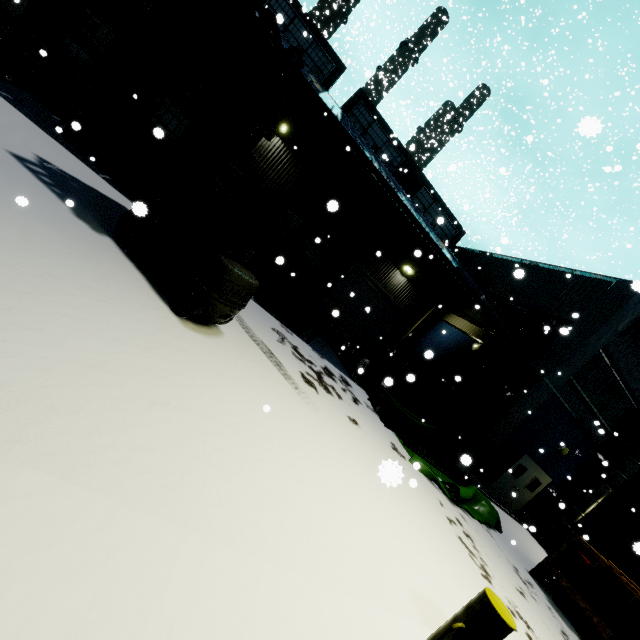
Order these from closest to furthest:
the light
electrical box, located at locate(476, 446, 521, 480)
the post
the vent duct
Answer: the post → the light → electrical box, located at locate(476, 446, 521, 480) → the vent duct

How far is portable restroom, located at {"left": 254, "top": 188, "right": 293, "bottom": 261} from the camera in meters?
9.8

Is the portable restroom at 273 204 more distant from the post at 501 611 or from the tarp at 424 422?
the post at 501 611

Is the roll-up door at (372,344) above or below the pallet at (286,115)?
below

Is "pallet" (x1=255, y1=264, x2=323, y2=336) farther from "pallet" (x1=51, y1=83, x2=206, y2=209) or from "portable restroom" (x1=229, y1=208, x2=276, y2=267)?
"pallet" (x1=51, y1=83, x2=206, y2=209)

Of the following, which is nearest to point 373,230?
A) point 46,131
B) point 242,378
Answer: point 46,131

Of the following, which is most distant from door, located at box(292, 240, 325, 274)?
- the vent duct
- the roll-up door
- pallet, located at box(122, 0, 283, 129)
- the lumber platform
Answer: the lumber platform
